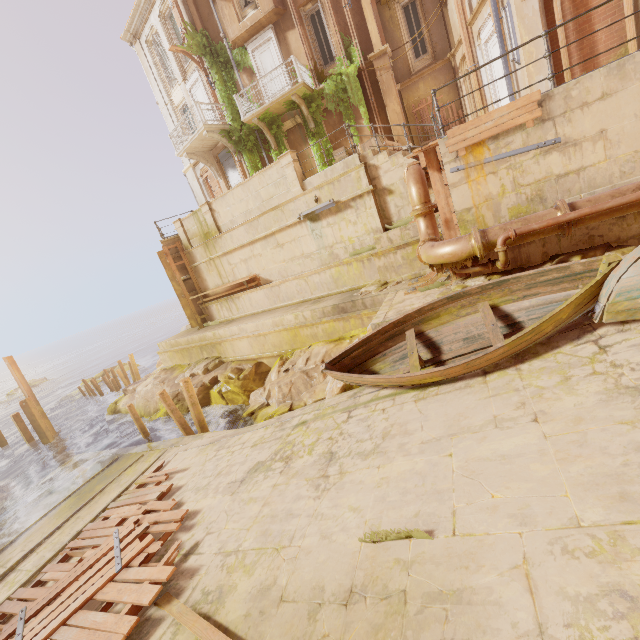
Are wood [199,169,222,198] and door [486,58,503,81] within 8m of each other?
no

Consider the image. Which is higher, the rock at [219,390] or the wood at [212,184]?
the wood at [212,184]

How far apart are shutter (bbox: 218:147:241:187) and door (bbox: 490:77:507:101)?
13.2m

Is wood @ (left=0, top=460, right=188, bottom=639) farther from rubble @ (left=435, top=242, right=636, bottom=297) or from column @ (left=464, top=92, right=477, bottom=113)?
column @ (left=464, top=92, right=477, bottom=113)

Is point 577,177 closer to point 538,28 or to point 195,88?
point 538,28

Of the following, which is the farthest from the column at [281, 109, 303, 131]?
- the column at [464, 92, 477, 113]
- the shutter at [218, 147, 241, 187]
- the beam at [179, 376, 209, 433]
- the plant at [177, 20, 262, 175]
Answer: the beam at [179, 376, 209, 433]

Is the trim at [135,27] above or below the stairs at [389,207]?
above

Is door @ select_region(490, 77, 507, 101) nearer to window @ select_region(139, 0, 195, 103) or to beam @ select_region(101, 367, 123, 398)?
window @ select_region(139, 0, 195, 103)
